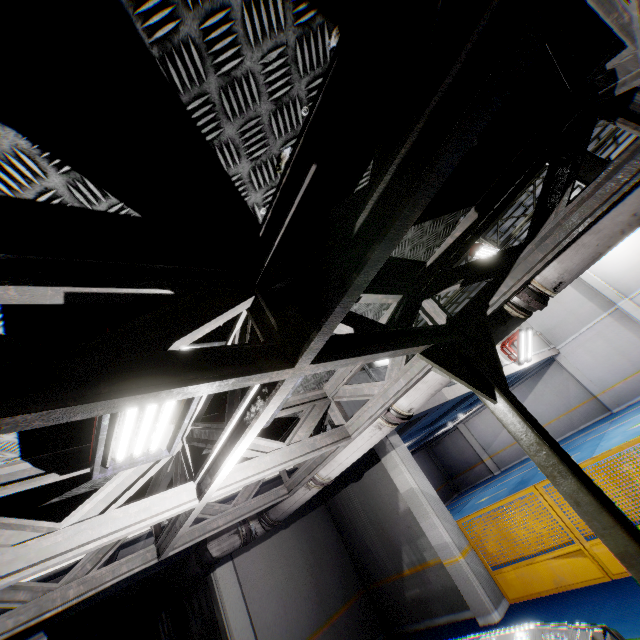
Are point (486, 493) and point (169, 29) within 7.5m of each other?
no

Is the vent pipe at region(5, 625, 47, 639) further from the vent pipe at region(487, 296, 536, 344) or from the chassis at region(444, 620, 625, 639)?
the vent pipe at region(487, 296, 536, 344)

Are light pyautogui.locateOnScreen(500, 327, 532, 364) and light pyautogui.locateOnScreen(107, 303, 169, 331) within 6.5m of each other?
no

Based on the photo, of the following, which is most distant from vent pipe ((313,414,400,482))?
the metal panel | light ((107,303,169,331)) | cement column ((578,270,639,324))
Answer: cement column ((578,270,639,324))

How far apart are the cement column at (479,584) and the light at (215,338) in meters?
5.7 m

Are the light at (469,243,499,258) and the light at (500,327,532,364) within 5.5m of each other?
yes

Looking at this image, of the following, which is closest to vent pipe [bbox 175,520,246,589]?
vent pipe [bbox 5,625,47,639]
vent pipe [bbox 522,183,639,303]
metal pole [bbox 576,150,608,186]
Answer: vent pipe [bbox 522,183,639,303]

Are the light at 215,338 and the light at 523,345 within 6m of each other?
Answer: no
